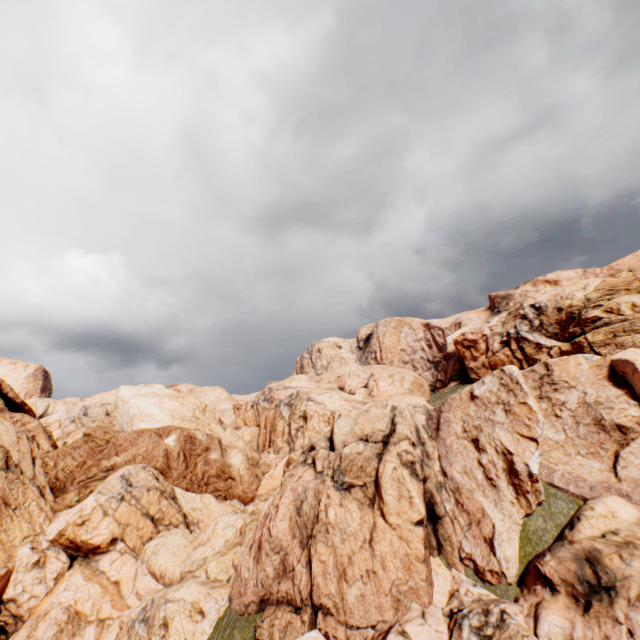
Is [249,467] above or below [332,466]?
below
